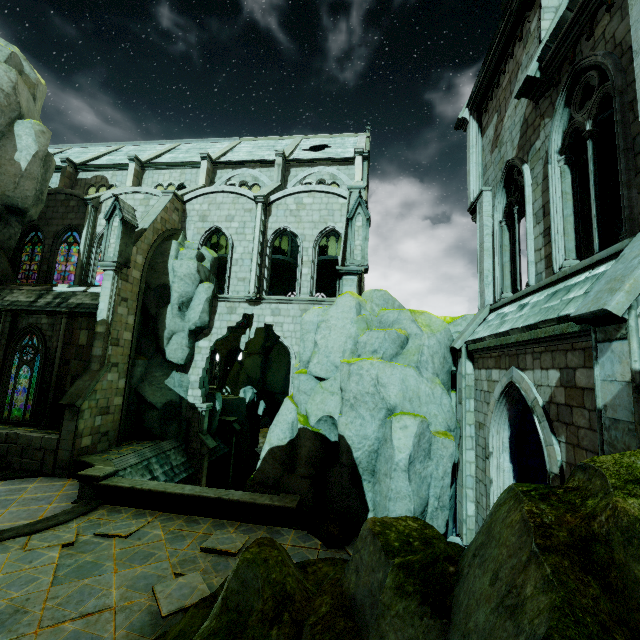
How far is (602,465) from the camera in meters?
2.9

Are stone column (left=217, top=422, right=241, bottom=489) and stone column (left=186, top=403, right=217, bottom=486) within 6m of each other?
yes

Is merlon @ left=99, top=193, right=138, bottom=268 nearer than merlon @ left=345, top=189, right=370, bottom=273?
No

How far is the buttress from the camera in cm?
1388

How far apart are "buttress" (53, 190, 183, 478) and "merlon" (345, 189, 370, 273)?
11.0 meters

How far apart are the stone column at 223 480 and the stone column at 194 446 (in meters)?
3.80

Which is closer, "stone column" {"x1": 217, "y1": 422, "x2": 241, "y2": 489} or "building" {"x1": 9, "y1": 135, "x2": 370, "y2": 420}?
"building" {"x1": 9, "y1": 135, "x2": 370, "y2": 420}

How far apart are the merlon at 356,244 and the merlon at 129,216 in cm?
1098
